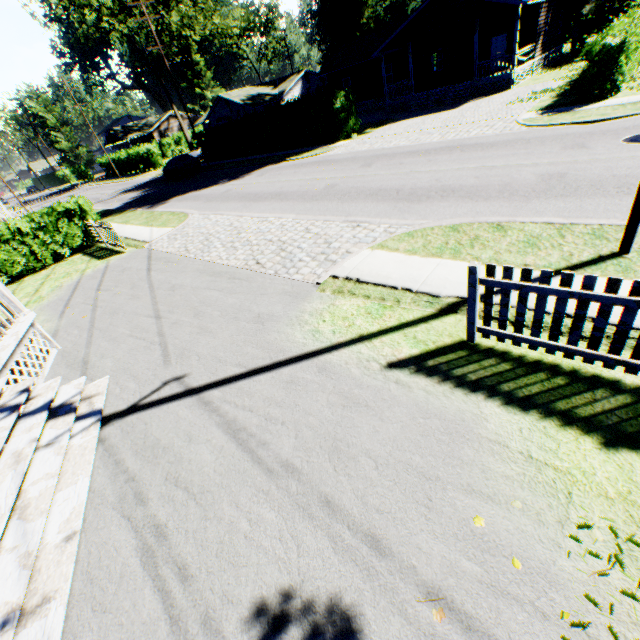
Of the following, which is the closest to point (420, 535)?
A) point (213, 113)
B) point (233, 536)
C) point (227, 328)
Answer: point (233, 536)

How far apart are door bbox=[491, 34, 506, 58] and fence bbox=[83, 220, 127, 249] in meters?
31.3

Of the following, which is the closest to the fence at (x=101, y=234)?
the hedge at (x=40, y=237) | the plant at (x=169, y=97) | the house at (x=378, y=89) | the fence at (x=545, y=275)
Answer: the hedge at (x=40, y=237)

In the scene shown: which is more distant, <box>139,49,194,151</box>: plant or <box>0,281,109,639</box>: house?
<box>139,49,194,151</box>: plant

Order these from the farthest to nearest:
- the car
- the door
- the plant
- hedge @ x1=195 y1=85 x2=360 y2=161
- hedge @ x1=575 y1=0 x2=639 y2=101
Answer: the plant → the car → the door → hedge @ x1=195 y1=85 x2=360 y2=161 → hedge @ x1=575 y1=0 x2=639 y2=101

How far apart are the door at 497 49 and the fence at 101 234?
31.3 meters

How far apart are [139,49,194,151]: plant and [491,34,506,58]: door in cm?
4756

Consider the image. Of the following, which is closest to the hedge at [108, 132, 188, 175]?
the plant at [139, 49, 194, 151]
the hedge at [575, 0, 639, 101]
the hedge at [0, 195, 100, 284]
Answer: the plant at [139, 49, 194, 151]
